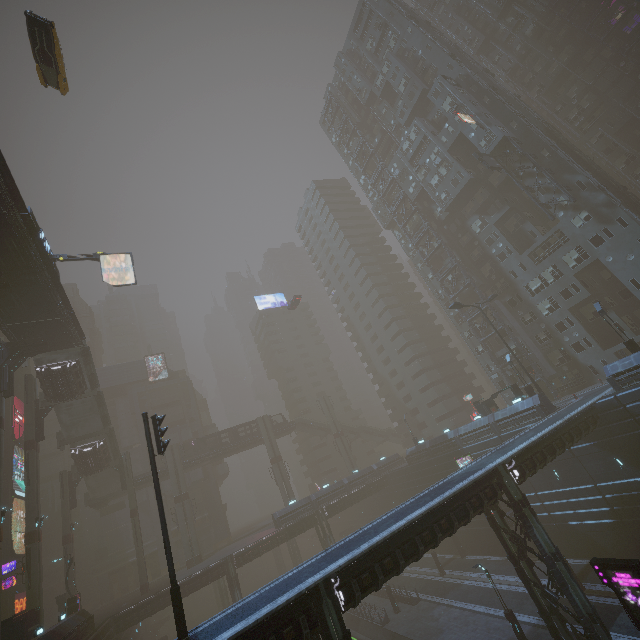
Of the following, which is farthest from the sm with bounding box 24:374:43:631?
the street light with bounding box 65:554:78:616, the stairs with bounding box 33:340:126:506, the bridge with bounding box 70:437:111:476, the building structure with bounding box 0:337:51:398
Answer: the building structure with bounding box 0:337:51:398

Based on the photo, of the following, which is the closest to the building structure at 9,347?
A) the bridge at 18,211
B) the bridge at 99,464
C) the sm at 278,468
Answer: the bridge at 18,211

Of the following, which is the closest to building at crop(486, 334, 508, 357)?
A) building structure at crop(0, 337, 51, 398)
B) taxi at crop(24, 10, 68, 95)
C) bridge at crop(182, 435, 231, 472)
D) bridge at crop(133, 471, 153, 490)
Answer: bridge at crop(182, 435, 231, 472)

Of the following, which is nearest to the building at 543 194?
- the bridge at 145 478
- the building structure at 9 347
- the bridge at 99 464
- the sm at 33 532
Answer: the sm at 33 532

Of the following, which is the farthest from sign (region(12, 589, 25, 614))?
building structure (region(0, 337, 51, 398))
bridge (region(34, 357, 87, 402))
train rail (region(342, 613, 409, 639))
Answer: train rail (region(342, 613, 409, 639))

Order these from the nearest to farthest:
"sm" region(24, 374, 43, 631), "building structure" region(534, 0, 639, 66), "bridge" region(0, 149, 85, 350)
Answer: "bridge" region(0, 149, 85, 350) < "sm" region(24, 374, 43, 631) < "building structure" region(534, 0, 639, 66)

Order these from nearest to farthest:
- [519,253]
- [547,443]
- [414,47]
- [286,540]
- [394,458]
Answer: A: [547,443] < [519,253] < [286,540] < [414,47] < [394,458]

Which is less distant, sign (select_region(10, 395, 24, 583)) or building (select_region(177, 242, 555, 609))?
building (select_region(177, 242, 555, 609))
